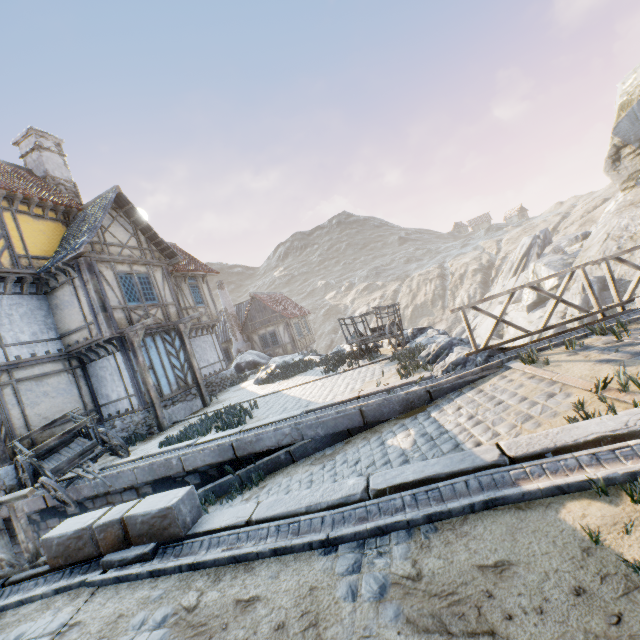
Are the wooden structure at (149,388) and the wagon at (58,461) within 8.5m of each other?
yes

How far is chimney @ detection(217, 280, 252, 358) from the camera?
27.4 meters

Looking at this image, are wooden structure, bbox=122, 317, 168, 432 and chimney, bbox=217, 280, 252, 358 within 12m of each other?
no

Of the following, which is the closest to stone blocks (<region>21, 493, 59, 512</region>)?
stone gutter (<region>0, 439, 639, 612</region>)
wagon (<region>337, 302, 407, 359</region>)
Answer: stone gutter (<region>0, 439, 639, 612</region>)

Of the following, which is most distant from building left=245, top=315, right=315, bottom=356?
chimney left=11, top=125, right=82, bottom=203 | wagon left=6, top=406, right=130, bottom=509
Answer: wagon left=6, top=406, right=130, bottom=509

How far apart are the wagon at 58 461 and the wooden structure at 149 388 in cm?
197

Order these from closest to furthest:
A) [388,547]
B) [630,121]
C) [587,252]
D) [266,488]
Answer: [388,547]
[266,488]
[630,121]
[587,252]

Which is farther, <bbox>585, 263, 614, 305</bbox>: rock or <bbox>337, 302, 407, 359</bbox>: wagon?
<bbox>585, 263, 614, 305</bbox>: rock
